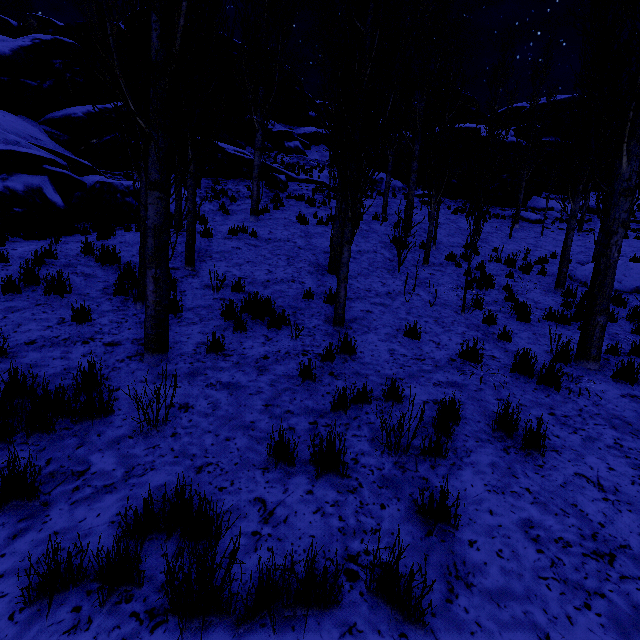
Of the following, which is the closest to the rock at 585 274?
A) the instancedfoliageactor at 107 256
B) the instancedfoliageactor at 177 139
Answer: the instancedfoliageactor at 177 139

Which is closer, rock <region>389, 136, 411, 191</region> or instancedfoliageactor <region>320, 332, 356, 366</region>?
instancedfoliageactor <region>320, 332, 356, 366</region>

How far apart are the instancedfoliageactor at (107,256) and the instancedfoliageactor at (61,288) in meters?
1.3

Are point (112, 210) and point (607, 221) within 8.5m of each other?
no

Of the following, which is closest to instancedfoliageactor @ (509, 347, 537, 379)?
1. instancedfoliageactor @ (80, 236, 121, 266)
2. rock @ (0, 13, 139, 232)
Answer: rock @ (0, 13, 139, 232)

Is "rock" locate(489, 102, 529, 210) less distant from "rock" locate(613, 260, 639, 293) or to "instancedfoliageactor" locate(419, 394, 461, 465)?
"instancedfoliageactor" locate(419, 394, 461, 465)
